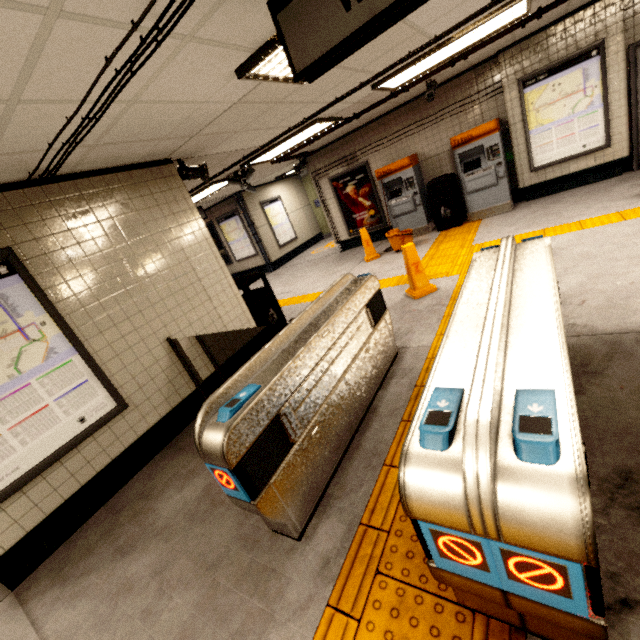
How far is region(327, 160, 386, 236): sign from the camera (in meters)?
8.78

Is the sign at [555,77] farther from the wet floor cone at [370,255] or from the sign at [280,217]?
the sign at [280,217]

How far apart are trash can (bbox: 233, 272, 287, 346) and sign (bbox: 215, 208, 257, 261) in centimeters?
677cm

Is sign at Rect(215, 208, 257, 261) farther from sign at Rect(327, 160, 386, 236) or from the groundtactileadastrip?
sign at Rect(327, 160, 386, 236)

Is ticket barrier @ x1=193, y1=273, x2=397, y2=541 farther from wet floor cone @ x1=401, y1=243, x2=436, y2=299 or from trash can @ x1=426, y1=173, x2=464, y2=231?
trash can @ x1=426, y1=173, x2=464, y2=231

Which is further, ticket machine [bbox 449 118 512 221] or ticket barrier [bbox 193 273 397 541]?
ticket machine [bbox 449 118 512 221]

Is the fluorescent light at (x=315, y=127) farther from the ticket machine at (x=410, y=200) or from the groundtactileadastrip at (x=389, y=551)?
the groundtactileadastrip at (x=389, y=551)

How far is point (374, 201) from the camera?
9.0 meters
